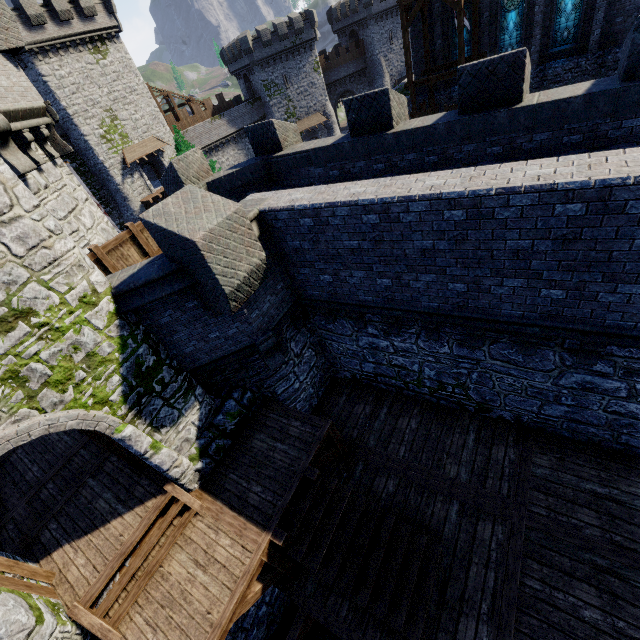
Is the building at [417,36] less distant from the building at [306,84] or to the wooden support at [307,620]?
the building at [306,84]

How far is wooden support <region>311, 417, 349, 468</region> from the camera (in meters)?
8.24

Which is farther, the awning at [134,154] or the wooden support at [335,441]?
the awning at [134,154]

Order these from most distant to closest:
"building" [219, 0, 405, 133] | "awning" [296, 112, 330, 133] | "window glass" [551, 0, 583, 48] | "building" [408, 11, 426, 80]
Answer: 1. "awning" [296, 112, 330, 133]
2. "building" [219, 0, 405, 133]
3. "building" [408, 11, 426, 80]
4. "window glass" [551, 0, 583, 48]

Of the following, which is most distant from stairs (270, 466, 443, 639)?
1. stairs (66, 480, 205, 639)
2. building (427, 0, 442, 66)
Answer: building (427, 0, 442, 66)

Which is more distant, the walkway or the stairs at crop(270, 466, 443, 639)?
the walkway

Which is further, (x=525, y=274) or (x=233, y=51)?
(x=233, y=51)

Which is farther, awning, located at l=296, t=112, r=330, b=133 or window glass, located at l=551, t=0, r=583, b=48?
awning, located at l=296, t=112, r=330, b=133
